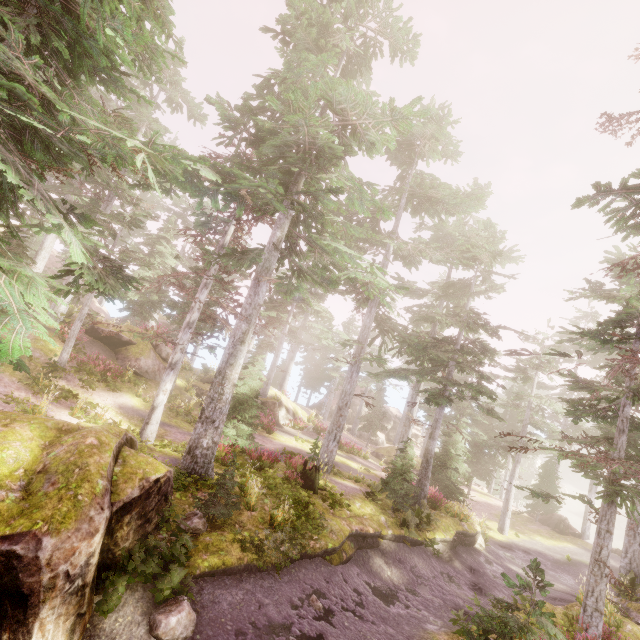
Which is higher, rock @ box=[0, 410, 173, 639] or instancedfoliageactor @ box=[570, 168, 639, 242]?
instancedfoliageactor @ box=[570, 168, 639, 242]

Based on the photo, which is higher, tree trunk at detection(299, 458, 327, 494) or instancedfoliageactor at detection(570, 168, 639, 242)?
instancedfoliageactor at detection(570, 168, 639, 242)

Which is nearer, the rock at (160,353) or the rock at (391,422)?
the rock at (160,353)

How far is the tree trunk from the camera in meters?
14.0 m

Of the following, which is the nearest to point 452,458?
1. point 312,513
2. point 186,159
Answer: point 312,513

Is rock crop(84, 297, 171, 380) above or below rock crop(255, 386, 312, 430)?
above

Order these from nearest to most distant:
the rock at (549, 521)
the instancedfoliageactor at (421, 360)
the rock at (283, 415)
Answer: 1. the instancedfoliageactor at (421, 360)
2. the rock at (283, 415)
3. the rock at (549, 521)

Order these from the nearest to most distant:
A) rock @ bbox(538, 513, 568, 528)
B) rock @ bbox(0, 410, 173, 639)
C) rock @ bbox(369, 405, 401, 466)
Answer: rock @ bbox(0, 410, 173, 639), rock @ bbox(538, 513, 568, 528), rock @ bbox(369, 405, 401, 466)
